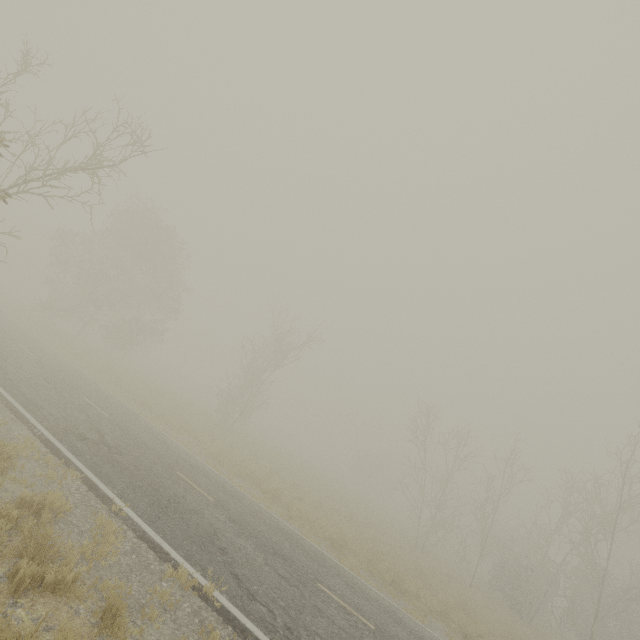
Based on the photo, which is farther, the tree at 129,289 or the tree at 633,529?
the tree at 129,289

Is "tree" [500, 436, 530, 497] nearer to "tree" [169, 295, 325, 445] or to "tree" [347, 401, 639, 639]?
"tree" [347, 401, 639, 639]

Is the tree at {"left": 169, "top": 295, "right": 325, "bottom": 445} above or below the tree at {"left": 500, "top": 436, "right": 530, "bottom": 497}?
below

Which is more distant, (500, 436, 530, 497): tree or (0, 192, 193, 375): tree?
(0, 192, 193, 375): tree

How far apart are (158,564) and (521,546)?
35.8 meters

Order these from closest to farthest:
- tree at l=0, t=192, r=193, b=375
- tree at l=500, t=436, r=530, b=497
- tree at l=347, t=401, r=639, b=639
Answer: tree at l=347, t=401, r=639, b=639 < tree at l=500, t=436, r=530, b=497 < tree at l=0, t=192, r=193, b=375

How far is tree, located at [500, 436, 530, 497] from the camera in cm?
2272

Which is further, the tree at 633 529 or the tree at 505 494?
the tree at 505 494
